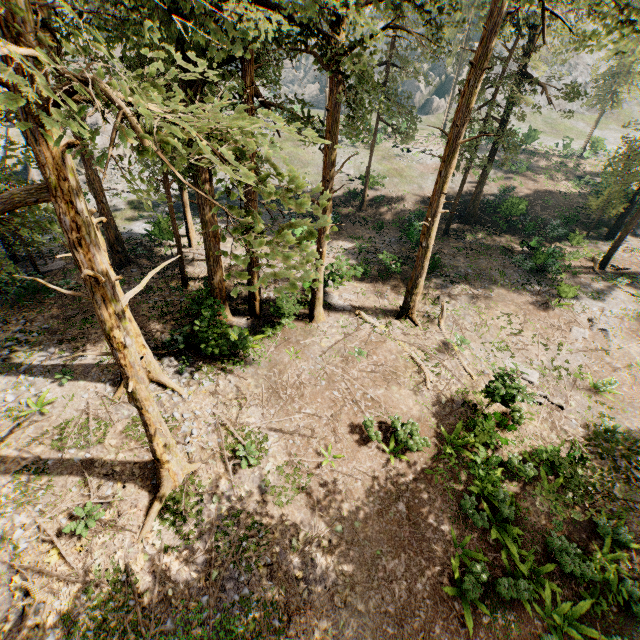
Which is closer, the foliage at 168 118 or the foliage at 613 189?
the foliage at 168 118

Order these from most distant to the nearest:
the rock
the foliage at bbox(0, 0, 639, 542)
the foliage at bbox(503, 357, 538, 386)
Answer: the rock, the foliage at bbox(503, 357, 538, 386), the foliage at bbox(0, 0, 639, 542)

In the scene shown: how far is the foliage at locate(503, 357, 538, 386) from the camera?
15.4 meters

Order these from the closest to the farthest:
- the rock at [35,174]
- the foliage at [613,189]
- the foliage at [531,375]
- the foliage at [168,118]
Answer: the foliage at [168,118] < the foliage at [531,375] < the foliage at [613,189] < the rock at [35,174]

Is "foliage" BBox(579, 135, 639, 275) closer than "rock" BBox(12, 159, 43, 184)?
Yes

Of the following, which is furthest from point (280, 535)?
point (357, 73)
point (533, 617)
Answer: point (357, 73)

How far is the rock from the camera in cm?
3225
